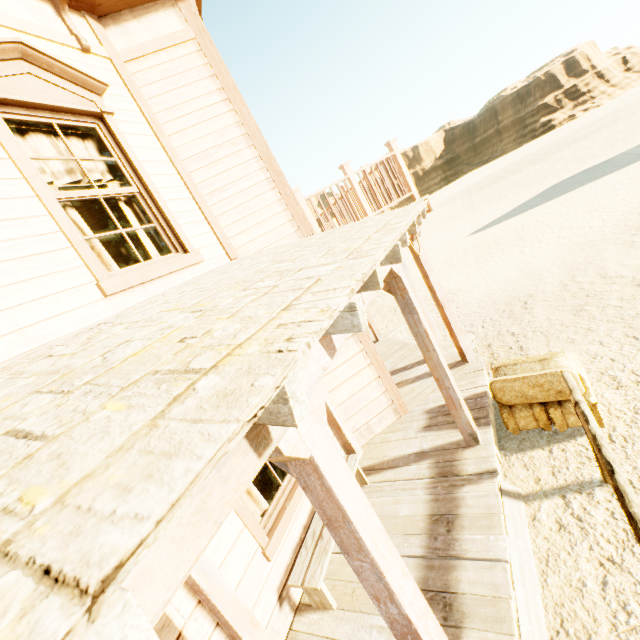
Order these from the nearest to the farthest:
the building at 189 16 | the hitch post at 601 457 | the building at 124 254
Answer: the building at 189 16, the hitch post at 601 457, the building at 124 254

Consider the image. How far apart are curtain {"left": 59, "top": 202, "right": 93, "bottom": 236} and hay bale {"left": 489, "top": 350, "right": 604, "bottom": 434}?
4.4 meters

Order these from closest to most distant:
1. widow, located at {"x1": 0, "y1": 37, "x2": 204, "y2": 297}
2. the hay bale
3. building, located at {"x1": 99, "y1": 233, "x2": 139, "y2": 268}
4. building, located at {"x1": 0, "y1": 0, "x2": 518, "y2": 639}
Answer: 1. building, located at {"x1": 0, "y1": 0, "x2": 518, "y2": 639}
2. widow, located at {"x1": 0, "y1": 37, "x2": 204, "y2": 297}
3. the hay bale
4. building, located at {"x1": 99, "y1": 233, "x2": 139, "y2": 268}

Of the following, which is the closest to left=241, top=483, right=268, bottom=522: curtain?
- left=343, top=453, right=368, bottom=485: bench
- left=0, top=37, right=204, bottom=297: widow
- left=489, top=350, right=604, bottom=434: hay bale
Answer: left=343, top=453, right=368, bottom=485: bench

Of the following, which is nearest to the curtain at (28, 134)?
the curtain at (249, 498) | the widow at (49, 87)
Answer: the widow at (49, 87)

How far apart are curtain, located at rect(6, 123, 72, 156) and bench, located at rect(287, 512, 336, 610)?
3.4m

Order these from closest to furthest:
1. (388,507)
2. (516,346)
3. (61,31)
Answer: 1. (61,31)
2. (388,507)
3. (516,346)

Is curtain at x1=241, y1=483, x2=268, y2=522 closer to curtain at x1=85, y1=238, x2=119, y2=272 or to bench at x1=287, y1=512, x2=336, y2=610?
bench at x1=287, y1=512, x2=336, y2=610
